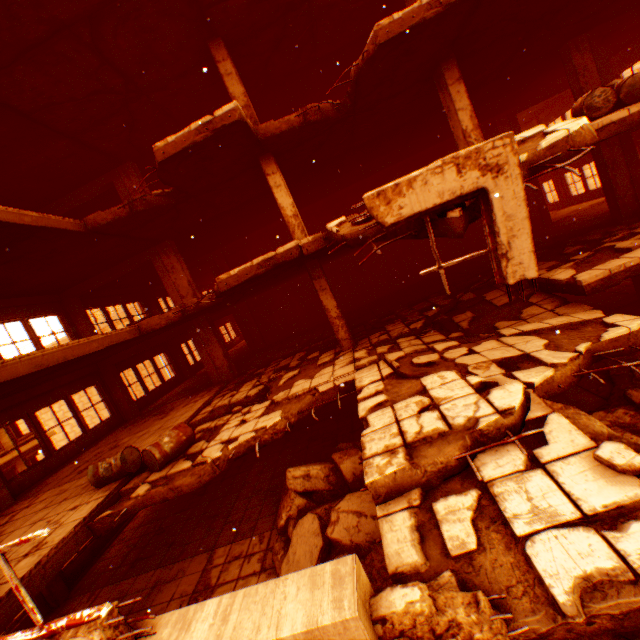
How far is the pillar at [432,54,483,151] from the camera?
7.84m

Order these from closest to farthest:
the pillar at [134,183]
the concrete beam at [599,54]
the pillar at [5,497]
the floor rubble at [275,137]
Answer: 1. the floor rubble at [275,137]
2. the pillar at [5,497]
3. the concrete beam at [599,54]
4. the pillar at [134,183]

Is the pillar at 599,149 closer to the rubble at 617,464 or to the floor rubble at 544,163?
the floor rubble at 544,163

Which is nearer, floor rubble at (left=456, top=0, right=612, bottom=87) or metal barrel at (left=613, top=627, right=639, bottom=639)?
metal barrel at (left=613, top=627, right=639, bottom=639)

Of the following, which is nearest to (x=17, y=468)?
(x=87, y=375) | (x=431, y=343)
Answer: (x=87, y=375)

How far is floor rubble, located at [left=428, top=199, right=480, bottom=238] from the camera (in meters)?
3.83

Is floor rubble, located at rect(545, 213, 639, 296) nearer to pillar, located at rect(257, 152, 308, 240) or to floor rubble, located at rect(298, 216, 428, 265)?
floor rubble, located at rect(298, 216, 428, 265)

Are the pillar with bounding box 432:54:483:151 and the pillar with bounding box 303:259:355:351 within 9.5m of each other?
yes
